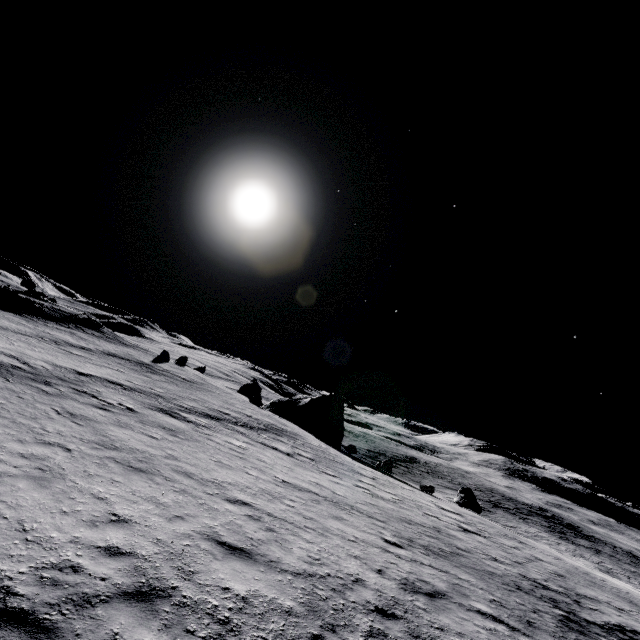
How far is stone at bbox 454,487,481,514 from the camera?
28.1m

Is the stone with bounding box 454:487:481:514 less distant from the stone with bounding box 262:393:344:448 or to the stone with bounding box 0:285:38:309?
the stone with bounding box 262:393:344:448

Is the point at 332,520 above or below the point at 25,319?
below

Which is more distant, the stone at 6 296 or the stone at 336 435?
the stone at 336 435

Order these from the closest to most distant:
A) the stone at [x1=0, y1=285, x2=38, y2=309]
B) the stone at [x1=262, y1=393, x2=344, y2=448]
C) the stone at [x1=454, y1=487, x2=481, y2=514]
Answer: Result: the stone at [x1=454, y1=487, x2=481, y2=514], the stone at [x1=0, y1=285, x2=38, y2=309], the stone at [x1=262, y1=393, x2=344, y2=448]

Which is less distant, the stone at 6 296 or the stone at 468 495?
the stone at 468 495
